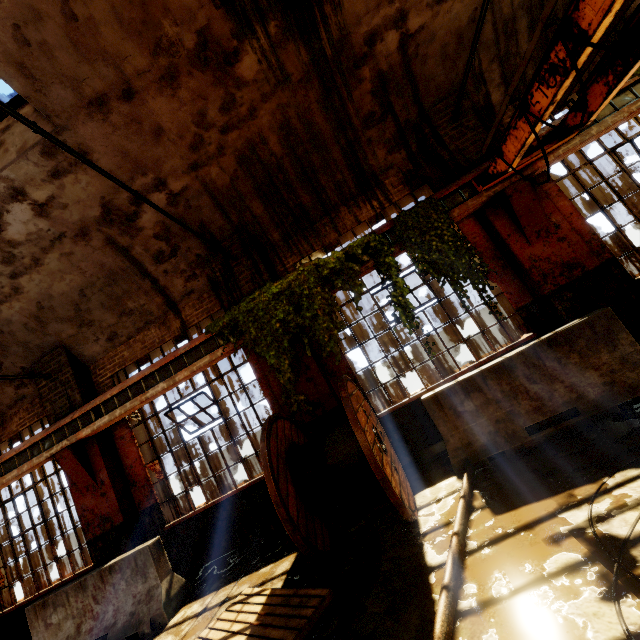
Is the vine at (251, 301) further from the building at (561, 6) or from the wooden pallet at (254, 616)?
the wooden pallet at (254, 616)

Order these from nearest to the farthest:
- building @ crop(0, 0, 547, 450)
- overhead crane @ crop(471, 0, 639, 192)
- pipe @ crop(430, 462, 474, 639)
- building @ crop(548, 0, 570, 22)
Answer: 1. pipe @ crop(430, 462, 474, 639)
2. overhead crane @ crop(471, 0, 639, 192)
3. building @ crop(0, 0, 547, 450)
4. building @ crop(548, 0, 570, 22)

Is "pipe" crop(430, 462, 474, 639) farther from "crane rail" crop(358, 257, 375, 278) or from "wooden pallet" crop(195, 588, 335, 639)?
"crane rail" crop(358, 257, 375, 278)

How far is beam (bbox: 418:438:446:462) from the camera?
5.3m

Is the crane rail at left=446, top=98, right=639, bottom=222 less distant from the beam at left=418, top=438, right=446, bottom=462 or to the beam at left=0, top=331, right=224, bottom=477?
the beam at left=418, top=438, right=446, bottom=462

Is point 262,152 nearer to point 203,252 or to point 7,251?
point 203,252

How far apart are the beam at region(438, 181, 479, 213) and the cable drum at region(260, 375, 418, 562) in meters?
3.3

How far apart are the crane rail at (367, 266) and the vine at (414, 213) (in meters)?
0.45
